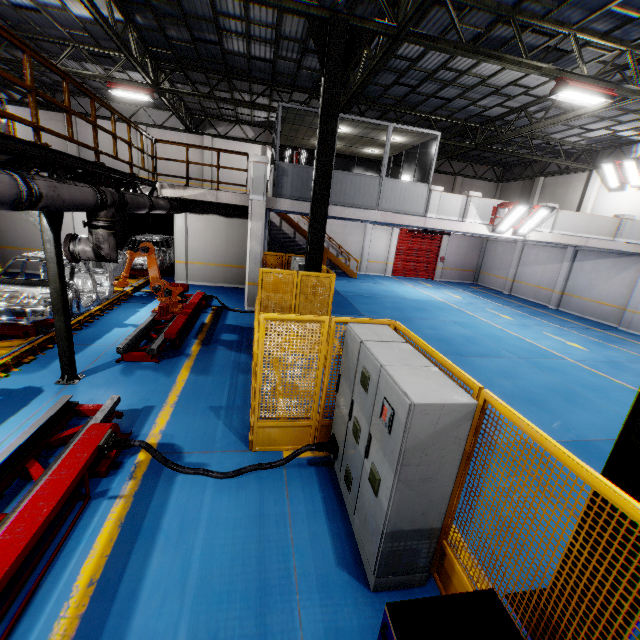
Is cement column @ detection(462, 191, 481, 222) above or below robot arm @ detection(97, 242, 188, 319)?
above

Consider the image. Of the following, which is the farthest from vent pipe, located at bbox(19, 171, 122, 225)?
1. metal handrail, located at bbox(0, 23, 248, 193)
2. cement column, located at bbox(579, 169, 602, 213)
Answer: cement column, located at bbox(579, 169, 602, 213)

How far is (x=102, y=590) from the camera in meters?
3.0

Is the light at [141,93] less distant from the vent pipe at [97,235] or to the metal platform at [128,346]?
the vent pipe at [97,235]

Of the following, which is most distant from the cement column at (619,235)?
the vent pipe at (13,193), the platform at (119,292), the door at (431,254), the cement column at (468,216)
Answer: the platform at (119,292)

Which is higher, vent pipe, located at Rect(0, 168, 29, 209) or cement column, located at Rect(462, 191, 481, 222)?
cement column, located at Rect(462, 191, 481, 222)

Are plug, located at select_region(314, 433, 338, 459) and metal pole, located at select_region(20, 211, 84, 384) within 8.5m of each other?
yes

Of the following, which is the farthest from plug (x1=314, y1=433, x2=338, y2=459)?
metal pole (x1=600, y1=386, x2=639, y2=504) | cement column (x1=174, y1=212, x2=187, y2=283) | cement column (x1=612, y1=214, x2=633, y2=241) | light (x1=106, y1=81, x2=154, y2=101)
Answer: cement column (x1=612, y1=214, x2=633, y2=241)
